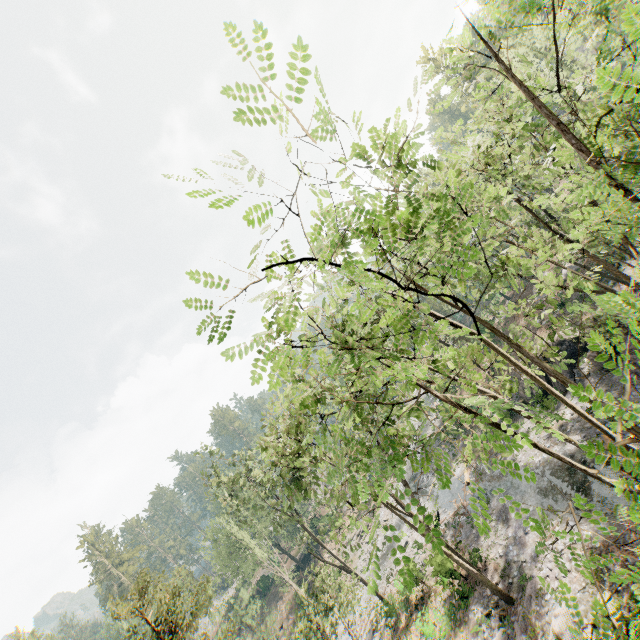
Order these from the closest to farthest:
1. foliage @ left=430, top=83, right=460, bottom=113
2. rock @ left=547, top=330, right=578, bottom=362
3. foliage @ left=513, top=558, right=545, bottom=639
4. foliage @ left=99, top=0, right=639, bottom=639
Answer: foliage @ left=99, top=0, right=639, bottom=639 → foliage @ left=430, top=83, right=460, bottom=113 → foliage @ left=513, top=558, right=545, bottom=639 → rock @ left=547, top=330, right=578, bottom=362

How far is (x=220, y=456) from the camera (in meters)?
40.09

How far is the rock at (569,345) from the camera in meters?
26.0

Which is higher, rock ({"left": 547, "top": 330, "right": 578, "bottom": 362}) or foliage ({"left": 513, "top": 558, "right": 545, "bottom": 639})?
rock ({"left": 547, "top": 330, "right": 578, "bottom": 362})

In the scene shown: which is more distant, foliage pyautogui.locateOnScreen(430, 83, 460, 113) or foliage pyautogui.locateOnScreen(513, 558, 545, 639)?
foliage pyautogui.locateOnScreen(513, 558, 545, 639)

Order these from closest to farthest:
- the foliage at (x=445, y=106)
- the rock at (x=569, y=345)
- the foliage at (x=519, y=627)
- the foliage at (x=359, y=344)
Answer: the foliage at (x=359, y=344)
the foliage at (x=445, y=106)
the foliage at (x=519, y=627)
the rock at (x=569, y=345)

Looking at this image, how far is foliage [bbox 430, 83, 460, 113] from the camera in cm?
443
